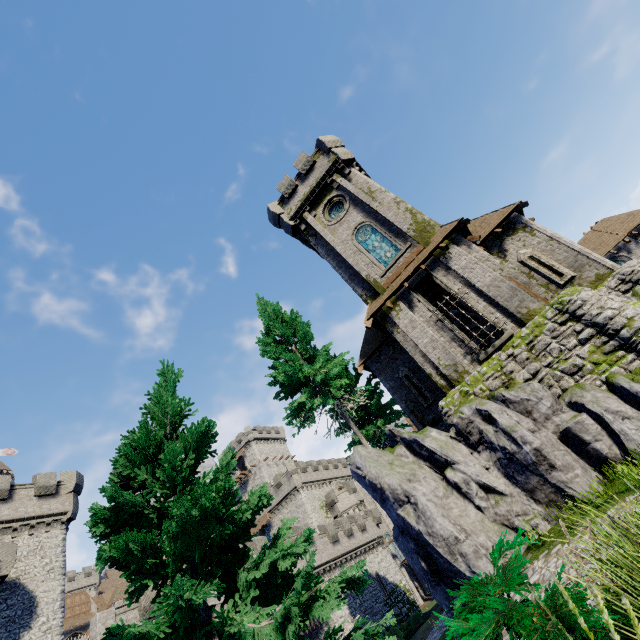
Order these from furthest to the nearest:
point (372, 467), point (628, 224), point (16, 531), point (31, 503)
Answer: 1. point (628, 224)
2. point (31, 503)
3. point (16, 531)
4. point (372, 467)

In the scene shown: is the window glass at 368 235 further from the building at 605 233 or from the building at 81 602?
Answer: the building at 81 602

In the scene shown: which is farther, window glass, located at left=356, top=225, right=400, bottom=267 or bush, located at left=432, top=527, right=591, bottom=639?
window glass, located at left=356, top=225, right=400, bottom=267

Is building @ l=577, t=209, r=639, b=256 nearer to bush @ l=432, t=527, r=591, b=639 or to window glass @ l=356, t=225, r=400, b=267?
window glass @ l=356, t=225, r=400, b=267

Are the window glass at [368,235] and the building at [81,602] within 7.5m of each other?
no

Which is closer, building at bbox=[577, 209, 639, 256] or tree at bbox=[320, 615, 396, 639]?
tree at bbox=[320, 615, 396, 639]

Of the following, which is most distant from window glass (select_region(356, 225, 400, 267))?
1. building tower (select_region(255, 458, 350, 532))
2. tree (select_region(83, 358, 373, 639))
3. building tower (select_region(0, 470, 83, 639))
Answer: building tower (select_region(255, 458, 350, 532))

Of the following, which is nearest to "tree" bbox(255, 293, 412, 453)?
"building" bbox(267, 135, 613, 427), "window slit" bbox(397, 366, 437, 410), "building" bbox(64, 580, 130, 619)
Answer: → "building" bbox(267, 135, 613, 427)
